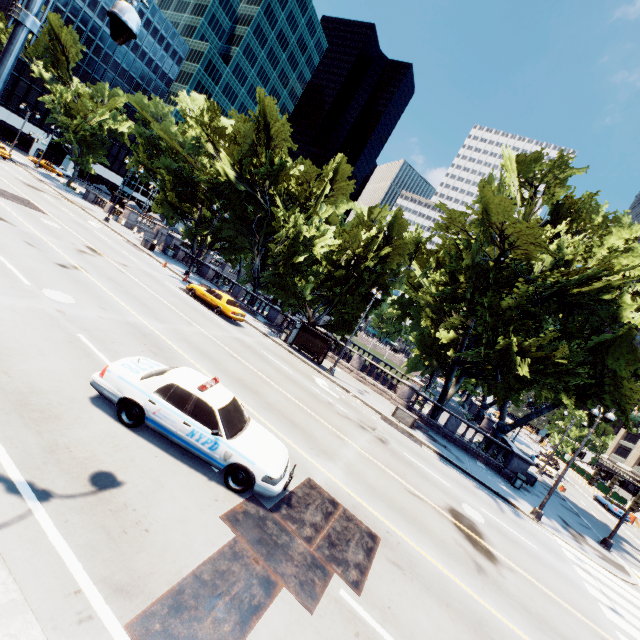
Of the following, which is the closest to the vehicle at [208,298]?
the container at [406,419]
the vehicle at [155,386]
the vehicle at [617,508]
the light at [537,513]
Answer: the container at [406,419]

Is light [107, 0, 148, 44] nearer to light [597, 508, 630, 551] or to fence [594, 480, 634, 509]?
light [597, 508, 630, 551]

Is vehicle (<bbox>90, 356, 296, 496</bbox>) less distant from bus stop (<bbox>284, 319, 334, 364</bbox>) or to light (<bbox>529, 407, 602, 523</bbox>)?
light (<bbox>529, 407, 602, 523</bbox>)

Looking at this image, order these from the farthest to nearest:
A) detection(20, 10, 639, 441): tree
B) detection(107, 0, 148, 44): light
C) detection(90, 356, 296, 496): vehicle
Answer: detection(20, 10, 639, 441): tree → detection(90, 356, 296, 496): vehicle → detection(107, 0, 148, 44): light

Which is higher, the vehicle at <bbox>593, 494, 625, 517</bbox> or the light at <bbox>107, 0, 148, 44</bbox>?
the light at <bbox>107, 0, 148, 44</bbox>

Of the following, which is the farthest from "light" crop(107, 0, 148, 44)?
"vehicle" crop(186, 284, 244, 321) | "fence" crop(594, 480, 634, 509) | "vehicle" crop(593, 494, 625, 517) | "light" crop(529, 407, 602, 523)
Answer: "fence" crop(594, 480, 634, 509)

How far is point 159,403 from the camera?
7.4 meters

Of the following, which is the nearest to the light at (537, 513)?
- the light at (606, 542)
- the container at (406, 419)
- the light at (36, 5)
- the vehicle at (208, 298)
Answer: the light at (606, 542)
